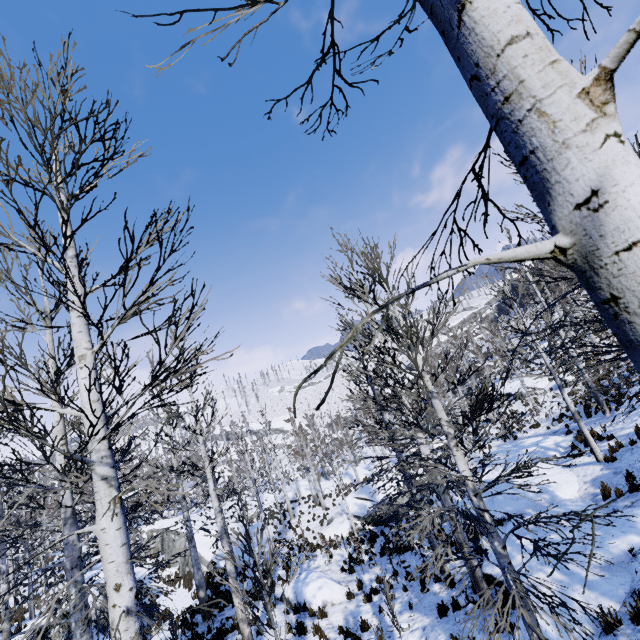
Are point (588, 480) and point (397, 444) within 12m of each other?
A: yes

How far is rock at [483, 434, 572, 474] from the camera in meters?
17.0

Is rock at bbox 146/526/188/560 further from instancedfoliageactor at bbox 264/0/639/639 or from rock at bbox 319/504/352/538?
rock at bbox 319/504/352/538

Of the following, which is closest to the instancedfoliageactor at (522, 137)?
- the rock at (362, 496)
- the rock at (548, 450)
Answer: the rock at (548, 450)

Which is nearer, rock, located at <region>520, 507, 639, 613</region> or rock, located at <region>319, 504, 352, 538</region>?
rock, located at <region>520, 507, 639, 613</region>

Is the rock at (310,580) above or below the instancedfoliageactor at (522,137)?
below

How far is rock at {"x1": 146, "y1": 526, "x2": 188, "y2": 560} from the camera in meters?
26.5
